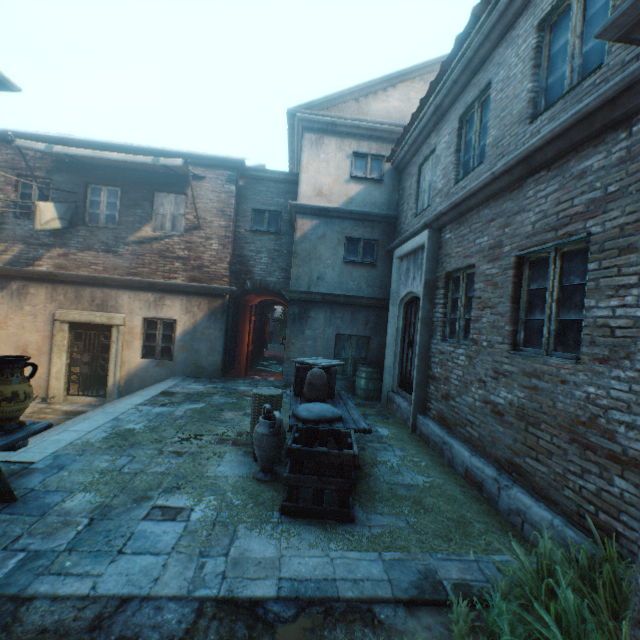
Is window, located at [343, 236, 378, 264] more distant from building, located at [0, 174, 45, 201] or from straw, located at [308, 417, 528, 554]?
straw, located at [308, 417, 528, 554]

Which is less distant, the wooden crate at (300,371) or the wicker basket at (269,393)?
the wicker basket at (269,393)

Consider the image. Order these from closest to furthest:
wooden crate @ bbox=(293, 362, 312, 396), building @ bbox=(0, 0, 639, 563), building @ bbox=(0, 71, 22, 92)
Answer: building @ bbox=(0, 0, 639, 563)
building @ bbox=(0, 71, 22, 92)
wooden crate @ bbox=(293, 362, 312, 396)

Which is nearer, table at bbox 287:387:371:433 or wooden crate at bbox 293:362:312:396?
table at bbox 287:387:371:433

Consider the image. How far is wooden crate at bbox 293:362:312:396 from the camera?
5.72m

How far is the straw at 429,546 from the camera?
3.2m

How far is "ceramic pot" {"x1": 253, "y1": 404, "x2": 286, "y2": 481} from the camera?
4.1m

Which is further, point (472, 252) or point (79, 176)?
point (79, 176)
